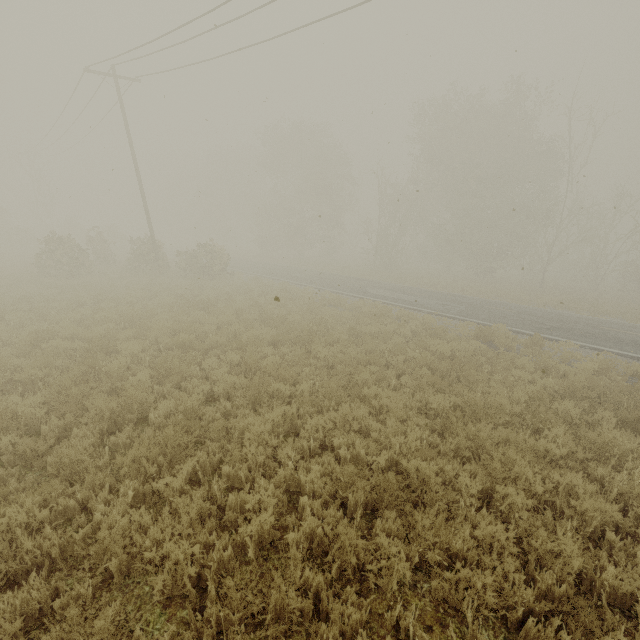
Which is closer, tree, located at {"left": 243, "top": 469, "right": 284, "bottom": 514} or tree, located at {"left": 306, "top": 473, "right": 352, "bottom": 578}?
tree, located at {"left": 306, "top": 473, "right": 352, "bottom": 578}

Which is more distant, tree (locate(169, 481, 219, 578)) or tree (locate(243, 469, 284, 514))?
tree (locate(243, 469, 284, 514))

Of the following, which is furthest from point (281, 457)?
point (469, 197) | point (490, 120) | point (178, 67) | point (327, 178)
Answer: point (327, 178)

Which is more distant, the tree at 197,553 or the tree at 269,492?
the tree at 269,492

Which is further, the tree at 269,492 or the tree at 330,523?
the tree at 269,492

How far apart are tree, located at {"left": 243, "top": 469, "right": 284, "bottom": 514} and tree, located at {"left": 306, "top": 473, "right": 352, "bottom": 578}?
0.72m

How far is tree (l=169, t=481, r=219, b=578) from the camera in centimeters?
345cm
